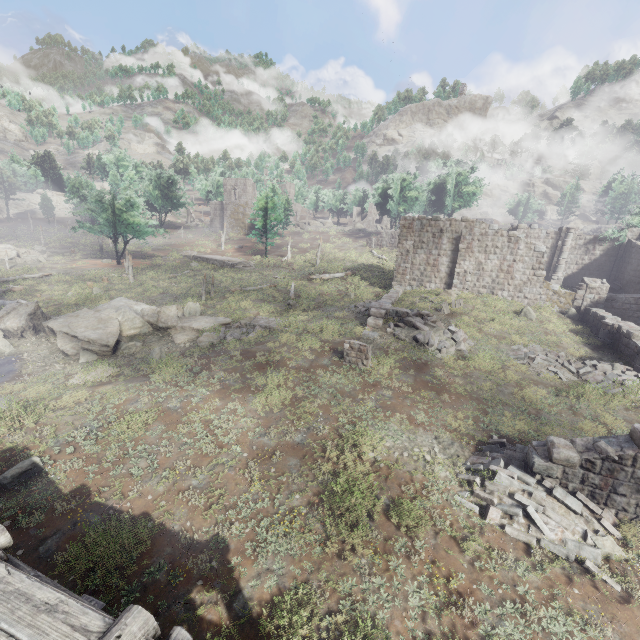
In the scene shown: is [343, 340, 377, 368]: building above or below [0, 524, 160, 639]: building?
below

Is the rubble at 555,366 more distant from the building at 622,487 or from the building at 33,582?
the building at 33,582

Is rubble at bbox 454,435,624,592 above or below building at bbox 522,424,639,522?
below

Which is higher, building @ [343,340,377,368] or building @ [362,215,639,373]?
building @ [362,215,639,373]

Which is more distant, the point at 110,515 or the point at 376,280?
the point at 376,280

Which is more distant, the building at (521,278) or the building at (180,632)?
the building at (521,278)

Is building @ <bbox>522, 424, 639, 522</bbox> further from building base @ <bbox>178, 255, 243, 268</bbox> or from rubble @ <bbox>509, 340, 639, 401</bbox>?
building base @ <bbox>178, 255, 243, 268</bbox>

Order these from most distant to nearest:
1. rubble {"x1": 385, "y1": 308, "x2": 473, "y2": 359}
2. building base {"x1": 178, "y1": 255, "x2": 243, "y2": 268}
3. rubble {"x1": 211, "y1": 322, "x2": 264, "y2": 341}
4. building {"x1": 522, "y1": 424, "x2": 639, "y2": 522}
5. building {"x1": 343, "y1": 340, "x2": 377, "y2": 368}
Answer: building base {"x1": 178, "y1": 255, "x2": 243, "y2": 268} → rubble {"x1": 211, "y1": 322, "x2": 264, "y2": 341} → rubble {"x1": 385, "y1": 308, "x2": 473, "y2": 359} → building {"x1": 343, "y1": 340, "x2": 377, "y2": 368} → building {"x1": 522, "y1": 424, "x2": 639, "y2": 522}
